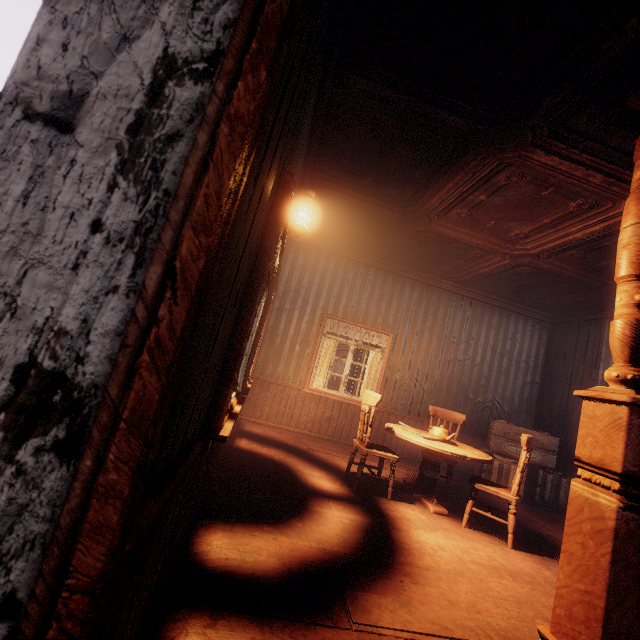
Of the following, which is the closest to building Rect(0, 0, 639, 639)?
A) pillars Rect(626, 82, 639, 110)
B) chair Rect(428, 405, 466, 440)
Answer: pillars Rect(626, 82, 639, 110)

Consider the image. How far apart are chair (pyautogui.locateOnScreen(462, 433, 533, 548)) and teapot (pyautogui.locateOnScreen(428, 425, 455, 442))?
0.48m

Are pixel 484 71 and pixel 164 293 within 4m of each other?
yes

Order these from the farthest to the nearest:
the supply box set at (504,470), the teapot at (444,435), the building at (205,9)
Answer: the supply box set at (504,470) → the teapot at (444,435) → the building at (205,9)

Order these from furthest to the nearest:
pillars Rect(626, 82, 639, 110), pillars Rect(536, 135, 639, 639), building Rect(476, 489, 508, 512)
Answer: building Rect(476, 489, 508, 512)
pillars Rect(626, 82, 639, 110)
pillars Rect(536, 135, 639, 639)

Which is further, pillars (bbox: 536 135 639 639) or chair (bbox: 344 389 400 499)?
chair (bbox: 344 389 400 499)

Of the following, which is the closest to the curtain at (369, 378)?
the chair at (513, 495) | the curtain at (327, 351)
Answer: the curtain at (327, 351)

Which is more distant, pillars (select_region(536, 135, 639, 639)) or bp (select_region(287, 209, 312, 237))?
bp (select_region(287, 209, 312, 237))
